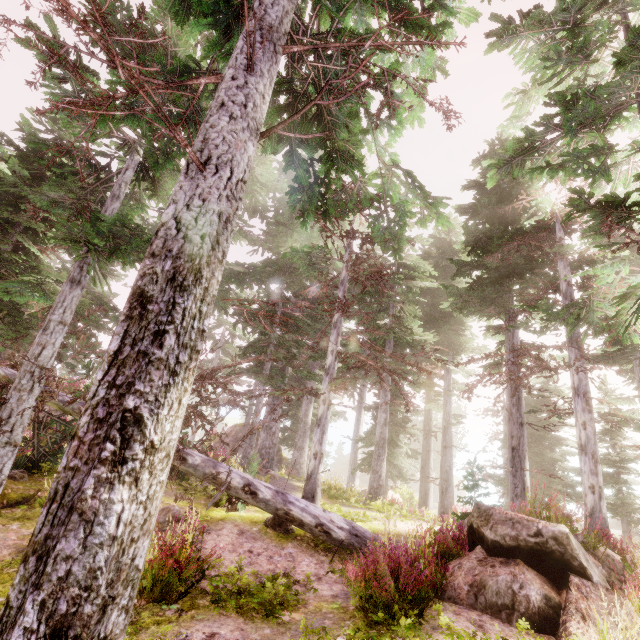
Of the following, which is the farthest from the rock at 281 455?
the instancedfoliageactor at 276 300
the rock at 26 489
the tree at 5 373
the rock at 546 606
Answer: the rock at 546 606

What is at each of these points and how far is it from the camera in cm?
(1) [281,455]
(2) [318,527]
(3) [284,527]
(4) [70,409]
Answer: (1) rock, 2697
(2) tree, 748
(3) instancedfoliageactor, 793
(4) tree, 830

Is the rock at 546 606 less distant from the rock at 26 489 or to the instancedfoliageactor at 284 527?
the instancedfoliageactor at 284 527

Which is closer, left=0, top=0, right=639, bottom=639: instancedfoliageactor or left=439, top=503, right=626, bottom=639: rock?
left=0, top=0, right=639, bottom=639: instancedfoliageactor

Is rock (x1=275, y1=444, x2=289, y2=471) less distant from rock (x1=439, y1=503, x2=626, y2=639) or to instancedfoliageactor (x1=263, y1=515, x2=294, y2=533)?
instancedfoliageactor (x1=263, y1=515, x2=294, y2=533)

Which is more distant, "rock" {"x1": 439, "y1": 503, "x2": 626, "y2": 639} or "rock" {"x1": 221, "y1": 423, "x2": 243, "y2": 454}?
"rock" {"x1": 221, "y1": 423, "x2": 243, "y2": 454}

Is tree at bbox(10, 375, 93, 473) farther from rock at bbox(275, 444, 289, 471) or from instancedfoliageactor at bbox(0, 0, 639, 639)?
rock at bbox(275, 444, 289, 471)

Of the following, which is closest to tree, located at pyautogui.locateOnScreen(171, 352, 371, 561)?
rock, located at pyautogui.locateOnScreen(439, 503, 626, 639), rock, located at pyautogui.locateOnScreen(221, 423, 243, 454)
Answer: rock, located at pyautogui.locateOnScreen(439, 503, 626, 639)
